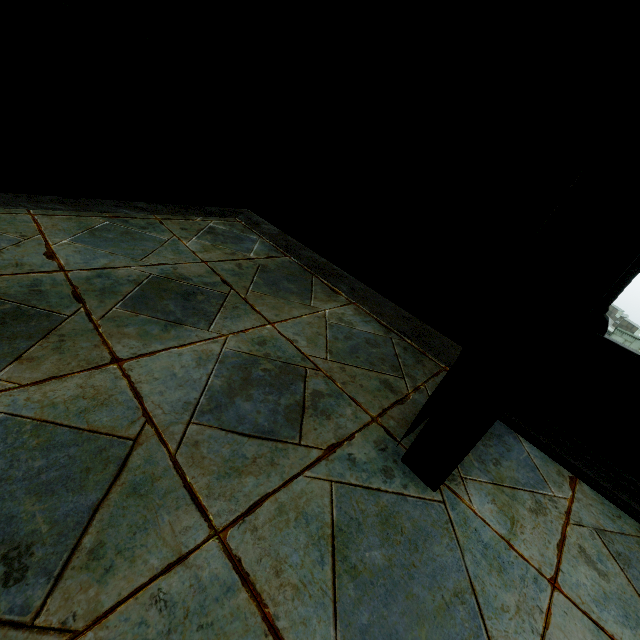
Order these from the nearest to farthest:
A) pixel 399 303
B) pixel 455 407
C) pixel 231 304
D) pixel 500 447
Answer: pixel 455 407, pixel 500 447, pixel 231 304, pixel 399 303
